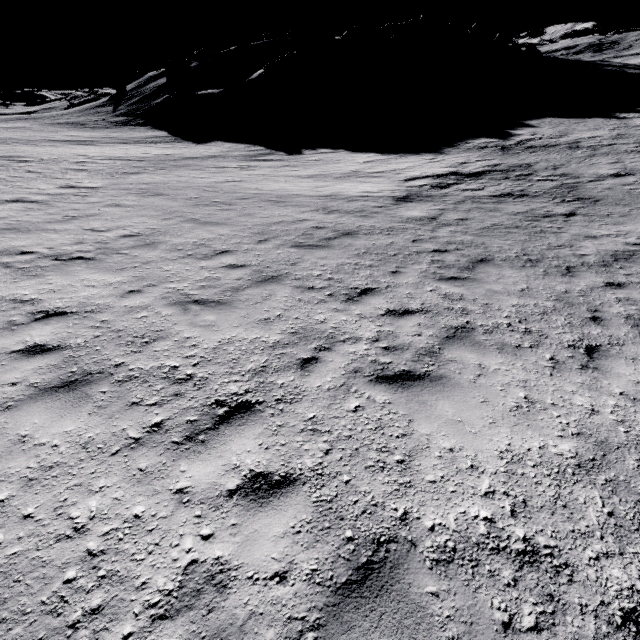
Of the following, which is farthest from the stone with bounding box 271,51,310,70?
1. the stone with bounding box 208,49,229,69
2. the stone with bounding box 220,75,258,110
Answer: the stone with bounding box 208,49,229,69

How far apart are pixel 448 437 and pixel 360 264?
5.4 meters

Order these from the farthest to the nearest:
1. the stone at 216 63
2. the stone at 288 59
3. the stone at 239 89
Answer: the stone at 216 63 < the stone at 288 59 < the stone at 239 89

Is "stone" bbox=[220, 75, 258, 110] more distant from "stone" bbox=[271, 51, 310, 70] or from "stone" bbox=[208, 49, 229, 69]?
"stone" bbox=[208, 49, 229, 69]

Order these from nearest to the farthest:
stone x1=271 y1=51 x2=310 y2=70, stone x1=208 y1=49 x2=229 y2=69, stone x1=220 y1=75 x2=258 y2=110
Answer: stone x1=220 y1=75 x2=258 y2=110
stone x1=271 y1=51 x2=310 y2=70
stone x1=208 y1=49 x2=229 y2=69

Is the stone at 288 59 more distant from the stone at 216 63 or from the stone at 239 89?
the stone at 216 63

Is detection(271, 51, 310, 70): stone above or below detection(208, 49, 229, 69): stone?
below
